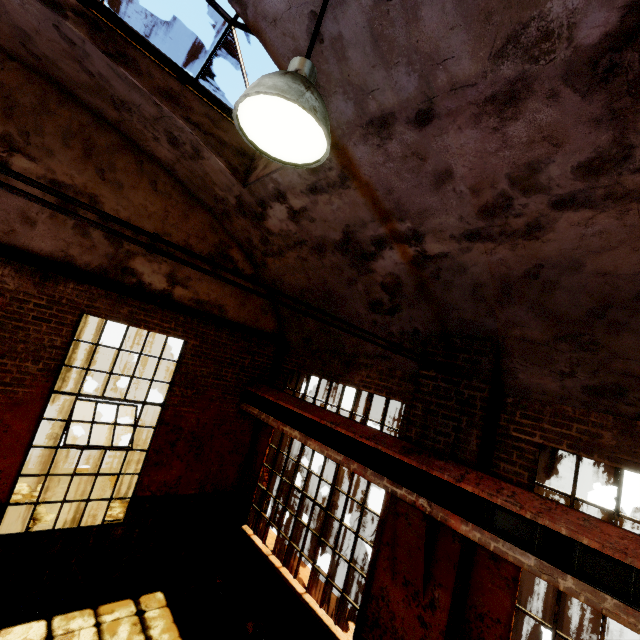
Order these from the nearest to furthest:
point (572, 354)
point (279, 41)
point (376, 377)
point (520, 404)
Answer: point (279, 41) → point (572, 354) → point (520, 404) → point (376, 377)

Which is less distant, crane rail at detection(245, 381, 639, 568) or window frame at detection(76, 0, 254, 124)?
→ crane rail at detection(245, 381, 639, 568)

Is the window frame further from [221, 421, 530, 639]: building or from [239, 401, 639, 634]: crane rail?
[239, 401, 639, 634]: crane rail

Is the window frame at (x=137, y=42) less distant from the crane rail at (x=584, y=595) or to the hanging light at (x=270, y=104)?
the hanging light at (x=270, y=104)

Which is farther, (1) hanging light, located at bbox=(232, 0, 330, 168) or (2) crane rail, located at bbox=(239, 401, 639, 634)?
(2) crane rail, located at bbox=(239, 401, 639, 634)

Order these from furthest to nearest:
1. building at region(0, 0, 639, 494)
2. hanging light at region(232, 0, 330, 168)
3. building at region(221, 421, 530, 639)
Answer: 1. building at region(221, 421, 530, 639)
2. building at region(0, 0, 639, 494)
3. hanging light at region(232, 0, 330, 168)

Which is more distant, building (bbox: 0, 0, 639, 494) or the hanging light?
building (bbox: 0, 0, 639, 494)

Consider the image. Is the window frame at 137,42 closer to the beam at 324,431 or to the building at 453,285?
the building at 453,285
